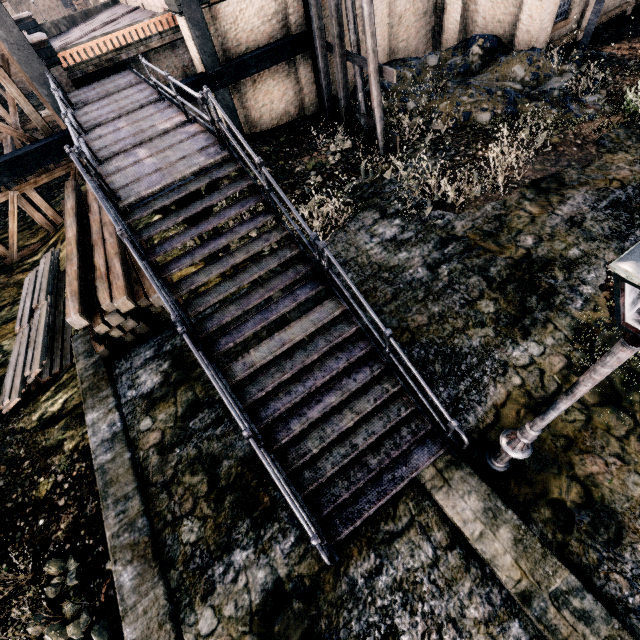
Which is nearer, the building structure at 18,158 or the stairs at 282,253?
the stairs at 282,253

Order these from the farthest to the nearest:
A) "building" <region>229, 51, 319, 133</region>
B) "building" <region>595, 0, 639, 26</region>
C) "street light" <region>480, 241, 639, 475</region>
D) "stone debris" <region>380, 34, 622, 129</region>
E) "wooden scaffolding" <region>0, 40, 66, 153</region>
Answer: "building" <region>595, 0, 639, 26</region>
"building" <region>229, 51, 319, 133</region>
"stone debris" <region>380, 34, 622, 129</region>
"wooden scaffolding" <region>0, 40, 66, 153</region>
"street light" <region>480, 241, 639, 475</region>

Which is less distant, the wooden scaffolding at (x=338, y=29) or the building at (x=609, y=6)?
the wooden scaffolding at (x=338, y=29)

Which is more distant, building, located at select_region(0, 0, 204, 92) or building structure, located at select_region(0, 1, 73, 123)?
building, located at select_region(0, 0, 204, 92)

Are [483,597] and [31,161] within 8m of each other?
no

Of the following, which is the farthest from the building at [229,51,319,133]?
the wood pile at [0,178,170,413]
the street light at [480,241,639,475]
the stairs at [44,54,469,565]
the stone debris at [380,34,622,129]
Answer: the street light at [480,241,639,475]

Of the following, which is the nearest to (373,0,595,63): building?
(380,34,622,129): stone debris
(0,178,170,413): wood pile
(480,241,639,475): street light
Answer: (380,34,622,129): stone debris

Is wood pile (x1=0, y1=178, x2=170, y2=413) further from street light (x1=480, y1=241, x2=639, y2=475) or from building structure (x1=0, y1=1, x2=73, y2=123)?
street light (x1=480, y1=241, x2=639, y2=475)
